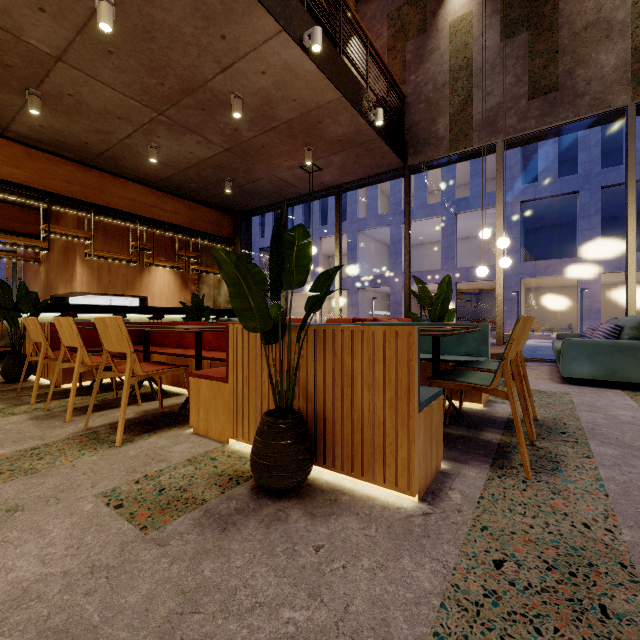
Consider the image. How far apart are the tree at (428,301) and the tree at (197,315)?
4.2m

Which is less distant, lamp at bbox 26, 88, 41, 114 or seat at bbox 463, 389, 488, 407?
seat at bbox 463, 389, 488, 407

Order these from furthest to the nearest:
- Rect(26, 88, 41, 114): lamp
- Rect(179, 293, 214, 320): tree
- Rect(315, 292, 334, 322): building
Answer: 1. Rect(315, 292, 334, 322): building
2. Rect(179, 293, 214, 320): tree
3. Rect(26, 88, 41, 114): lamp

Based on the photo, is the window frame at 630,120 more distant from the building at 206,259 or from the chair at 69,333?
the chair at 69,333

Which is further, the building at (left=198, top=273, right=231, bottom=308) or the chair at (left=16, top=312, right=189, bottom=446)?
the building at (left=198, top=273, right=231, bottom=308)

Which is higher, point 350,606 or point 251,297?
point 251,297

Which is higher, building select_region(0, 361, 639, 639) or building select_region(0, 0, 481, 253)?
building select_region(0, 0, 481, 253)

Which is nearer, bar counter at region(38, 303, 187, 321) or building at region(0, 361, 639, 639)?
building at region(0, 361, 639, 639)
